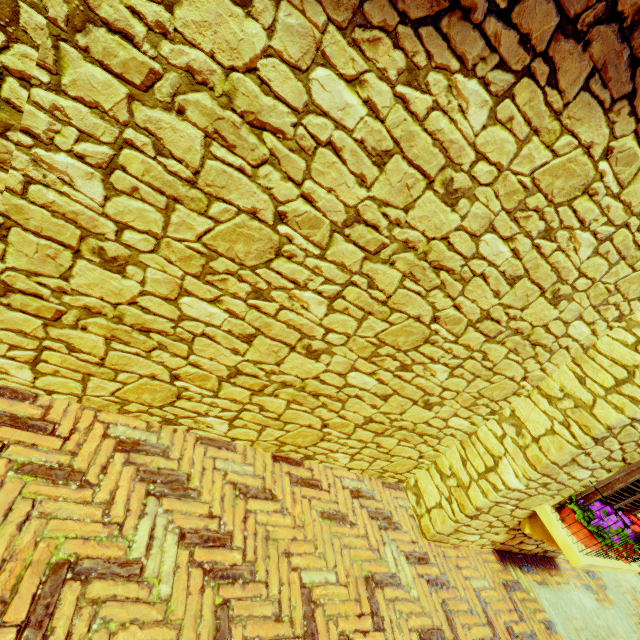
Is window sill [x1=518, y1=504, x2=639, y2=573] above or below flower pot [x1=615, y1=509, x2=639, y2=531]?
below

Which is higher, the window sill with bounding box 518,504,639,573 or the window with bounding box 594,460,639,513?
the window with bounding box 594,460,639,513

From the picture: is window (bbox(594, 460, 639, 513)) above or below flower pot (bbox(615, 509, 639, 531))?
above

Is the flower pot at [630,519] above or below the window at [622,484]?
below

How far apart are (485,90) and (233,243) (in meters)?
1.36

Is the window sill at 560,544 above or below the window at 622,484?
below
